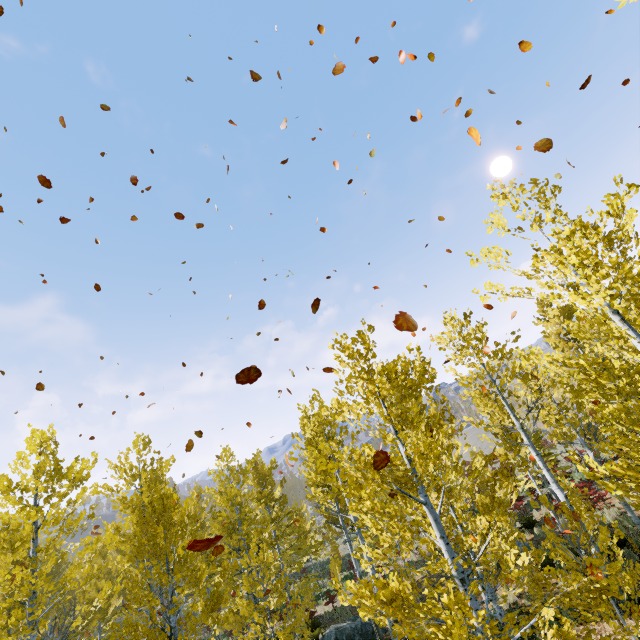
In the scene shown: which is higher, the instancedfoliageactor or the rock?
the instancedfoliageactor

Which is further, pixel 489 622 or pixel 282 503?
pixel 282 503

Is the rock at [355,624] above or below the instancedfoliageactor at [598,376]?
below

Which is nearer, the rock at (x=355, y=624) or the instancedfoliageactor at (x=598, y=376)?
the instancedfoliageactor at (x=598, y=376)

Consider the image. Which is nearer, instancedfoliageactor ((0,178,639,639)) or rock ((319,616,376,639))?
instancedfoliageactor ((0,178,639,639))
